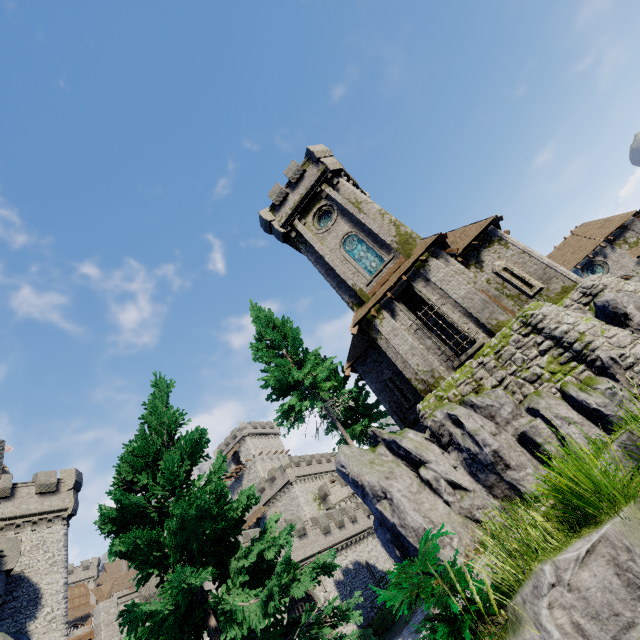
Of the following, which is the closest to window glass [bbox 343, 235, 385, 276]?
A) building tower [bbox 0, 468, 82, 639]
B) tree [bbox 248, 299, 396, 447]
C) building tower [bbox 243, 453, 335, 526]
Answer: tree [bbox 248, 299, 396, 447]

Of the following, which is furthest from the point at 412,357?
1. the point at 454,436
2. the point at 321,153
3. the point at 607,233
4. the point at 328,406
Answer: the point at 607,233

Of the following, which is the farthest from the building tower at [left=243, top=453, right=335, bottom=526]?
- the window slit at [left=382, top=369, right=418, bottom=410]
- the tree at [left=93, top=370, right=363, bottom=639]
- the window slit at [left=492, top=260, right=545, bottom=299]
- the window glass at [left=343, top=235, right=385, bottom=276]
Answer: the window slit at [left=492, top=260, right=545, bottom=299]

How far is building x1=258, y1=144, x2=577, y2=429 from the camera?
15.8m

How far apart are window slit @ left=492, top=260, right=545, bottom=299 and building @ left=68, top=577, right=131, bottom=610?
77.4m

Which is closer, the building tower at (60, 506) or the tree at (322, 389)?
the tree at (322, 389)

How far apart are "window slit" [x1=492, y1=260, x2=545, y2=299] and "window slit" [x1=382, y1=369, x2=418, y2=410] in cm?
795

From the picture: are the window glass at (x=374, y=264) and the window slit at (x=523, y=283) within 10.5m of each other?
yes
